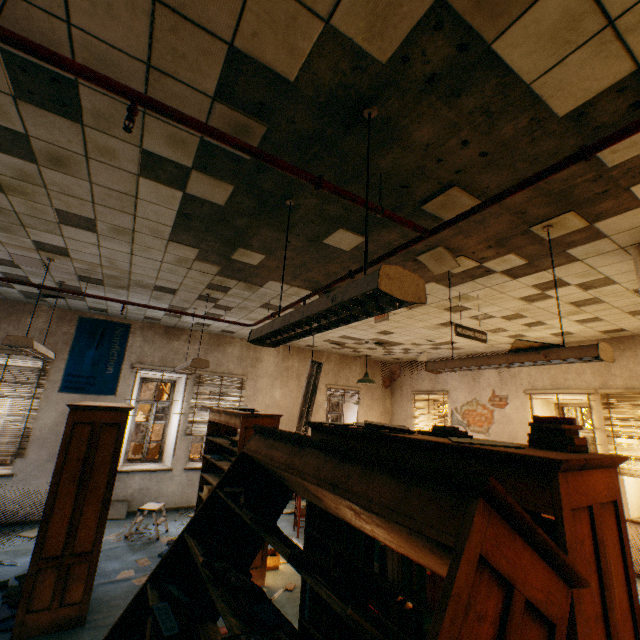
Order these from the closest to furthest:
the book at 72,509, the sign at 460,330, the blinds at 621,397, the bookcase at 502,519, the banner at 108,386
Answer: the bookcase at 502,519 < the book at 72,509 < the sign at 460,330 < the blinds at 621,397 < the banner at 108,386

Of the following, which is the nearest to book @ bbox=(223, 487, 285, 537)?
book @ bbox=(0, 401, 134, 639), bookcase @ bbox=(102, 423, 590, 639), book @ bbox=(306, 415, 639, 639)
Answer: bookcase @ bbox=(102, 423, 590, 639)

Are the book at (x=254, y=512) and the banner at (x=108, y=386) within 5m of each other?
no

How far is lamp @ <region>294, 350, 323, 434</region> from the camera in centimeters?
562cm

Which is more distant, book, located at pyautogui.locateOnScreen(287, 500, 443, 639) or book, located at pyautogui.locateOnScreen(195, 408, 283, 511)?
book, located at pyautogui.locateOnScreen(195, 408, 283, 511)

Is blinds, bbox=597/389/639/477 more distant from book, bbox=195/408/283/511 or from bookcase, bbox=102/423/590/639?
bookcase, bbox=102/423/590/639

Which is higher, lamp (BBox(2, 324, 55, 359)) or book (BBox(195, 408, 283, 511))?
lamp (BBox(2, 324, 55, 359))

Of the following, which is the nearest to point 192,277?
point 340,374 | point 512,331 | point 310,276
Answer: point 310,276
